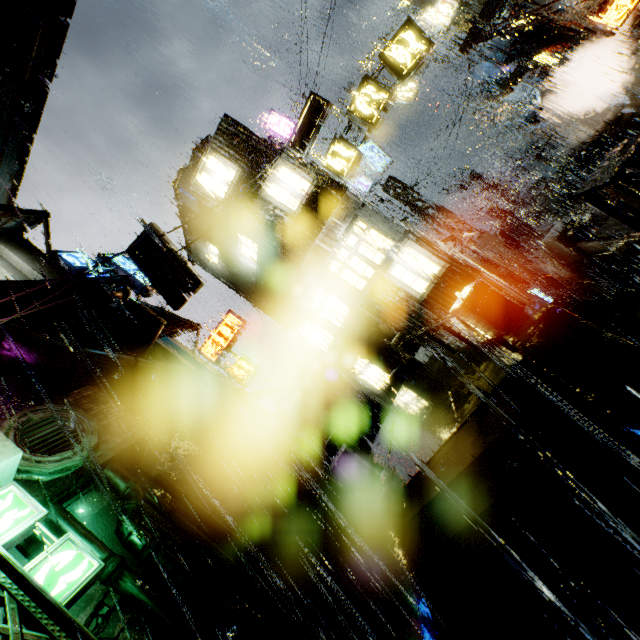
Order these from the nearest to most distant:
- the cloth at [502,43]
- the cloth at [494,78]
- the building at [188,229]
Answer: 1. the building at [188,229]
2. the cloth at [502,43]
3. the cloth at [494,78]

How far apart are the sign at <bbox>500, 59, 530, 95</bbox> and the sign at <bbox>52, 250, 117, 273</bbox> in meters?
25.3

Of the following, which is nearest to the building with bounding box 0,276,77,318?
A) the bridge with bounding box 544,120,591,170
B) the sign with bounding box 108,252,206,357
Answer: the bridge with bounding box 544,120,591,170

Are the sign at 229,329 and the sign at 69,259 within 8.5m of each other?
yes

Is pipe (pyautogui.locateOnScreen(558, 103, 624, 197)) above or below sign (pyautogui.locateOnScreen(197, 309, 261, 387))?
below

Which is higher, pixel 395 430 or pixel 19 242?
pixel 19 242

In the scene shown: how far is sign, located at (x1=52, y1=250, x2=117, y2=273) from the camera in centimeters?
1658cm

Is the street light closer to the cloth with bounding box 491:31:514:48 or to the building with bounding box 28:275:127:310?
the building with bounding box 28:275:127:310
